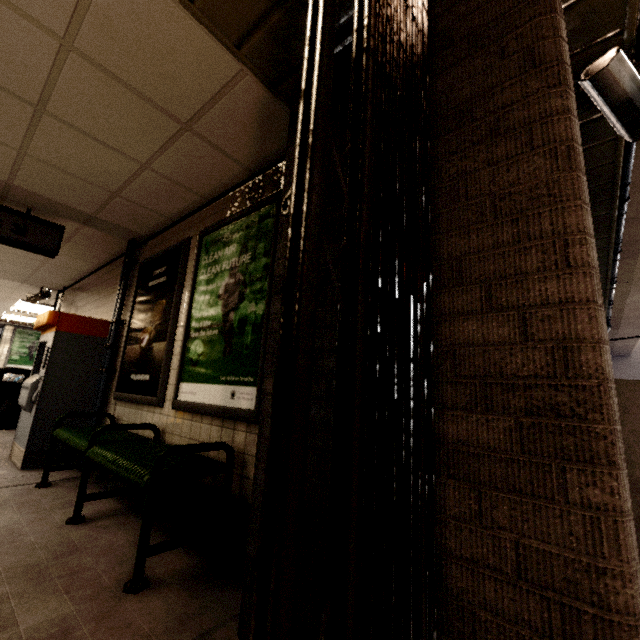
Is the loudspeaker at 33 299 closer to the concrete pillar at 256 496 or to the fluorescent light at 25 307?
the fluorescent light at 25 307

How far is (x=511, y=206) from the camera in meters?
1.1 m

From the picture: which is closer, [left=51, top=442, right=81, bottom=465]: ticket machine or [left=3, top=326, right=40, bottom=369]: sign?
[left=51, top=442, right=81, bottom=465]: ticket machine

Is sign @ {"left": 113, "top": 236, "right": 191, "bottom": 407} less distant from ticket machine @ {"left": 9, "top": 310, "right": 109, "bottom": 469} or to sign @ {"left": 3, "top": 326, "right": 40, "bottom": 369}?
ticket machine @ {"left": 9, "top": 310, "right": 109, "bottom": 469}

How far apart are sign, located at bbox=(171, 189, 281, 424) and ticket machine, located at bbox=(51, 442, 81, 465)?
2.09m

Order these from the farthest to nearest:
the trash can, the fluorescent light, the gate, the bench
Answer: the fluorescent light → the trash can → the bench → the gate

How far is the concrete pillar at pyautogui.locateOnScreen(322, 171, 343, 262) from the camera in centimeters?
153cm

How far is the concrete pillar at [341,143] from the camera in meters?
1.7 m
